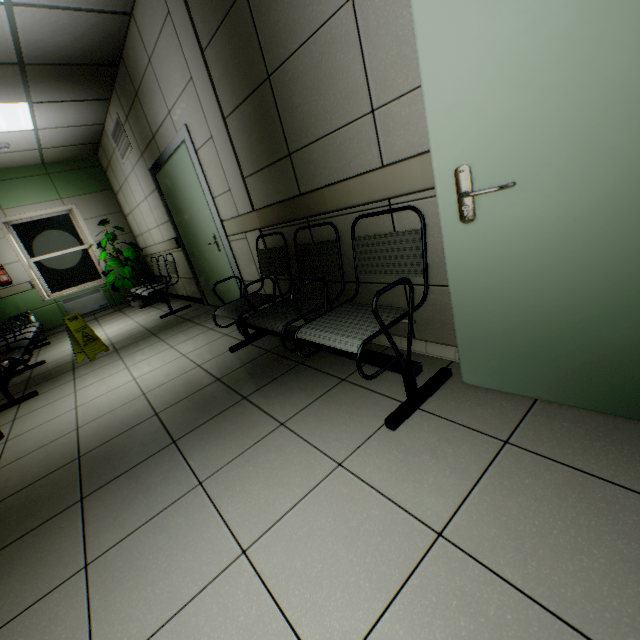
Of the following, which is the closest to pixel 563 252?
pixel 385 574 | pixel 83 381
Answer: pixel 385 574

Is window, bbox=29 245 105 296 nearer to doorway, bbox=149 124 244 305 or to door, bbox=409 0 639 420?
doorway, bbox=149 124 244 305

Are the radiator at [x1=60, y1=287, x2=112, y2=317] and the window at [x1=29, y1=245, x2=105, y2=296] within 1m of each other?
yes

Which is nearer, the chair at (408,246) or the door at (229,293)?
the chair at (408,246)

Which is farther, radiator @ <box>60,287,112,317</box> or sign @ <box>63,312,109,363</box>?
radiator @ <box>60,287,112,317</box>

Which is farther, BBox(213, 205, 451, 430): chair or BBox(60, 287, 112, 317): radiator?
BBox(60, 287, 112, 317): radiator

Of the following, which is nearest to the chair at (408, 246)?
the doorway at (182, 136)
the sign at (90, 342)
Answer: the doorway at (182, 136)

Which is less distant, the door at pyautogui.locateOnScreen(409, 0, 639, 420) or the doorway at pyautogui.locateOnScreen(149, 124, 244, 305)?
the door at pyautogui.locateOnScreen(409, 0, 639, 420)
